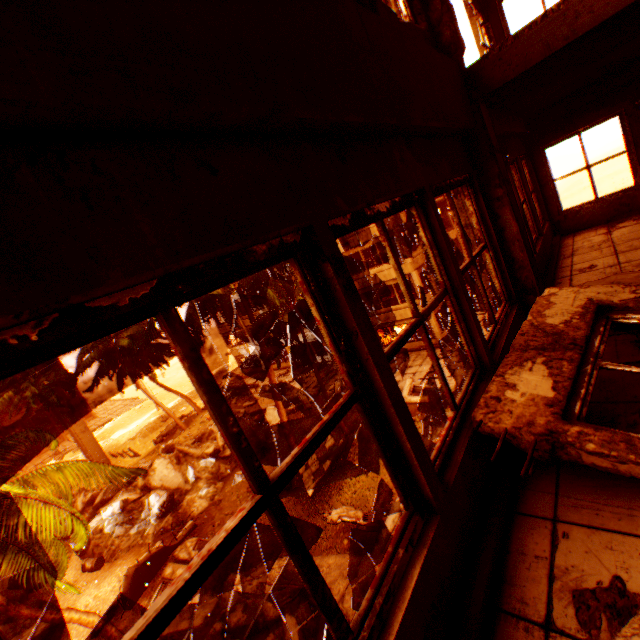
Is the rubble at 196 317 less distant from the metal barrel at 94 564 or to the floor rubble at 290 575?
the floor rubble at 290 575

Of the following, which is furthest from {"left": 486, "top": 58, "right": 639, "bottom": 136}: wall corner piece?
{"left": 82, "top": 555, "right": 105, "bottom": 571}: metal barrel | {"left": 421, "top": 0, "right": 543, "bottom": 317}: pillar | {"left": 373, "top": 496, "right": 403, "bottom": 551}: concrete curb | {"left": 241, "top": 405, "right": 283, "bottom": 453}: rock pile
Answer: {"left": 82, "top": 555, "right": 105, "bottom": 571}: metal barrel

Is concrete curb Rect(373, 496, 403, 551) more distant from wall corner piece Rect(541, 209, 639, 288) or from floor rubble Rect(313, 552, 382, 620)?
wall corner piece Rect(541, 209, 639, 288)

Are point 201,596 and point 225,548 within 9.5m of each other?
no

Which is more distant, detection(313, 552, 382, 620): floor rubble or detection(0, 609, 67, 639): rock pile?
detection(0, 609, 67, 639): rock pile

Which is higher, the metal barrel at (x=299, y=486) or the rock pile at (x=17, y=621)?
the rock pile at (x=17, y=621)

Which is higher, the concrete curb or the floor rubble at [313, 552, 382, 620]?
the floor rubble at [313, 552, 382, 620]

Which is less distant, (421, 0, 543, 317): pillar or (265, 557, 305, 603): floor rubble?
(421, 0, 543, 317): pillar
